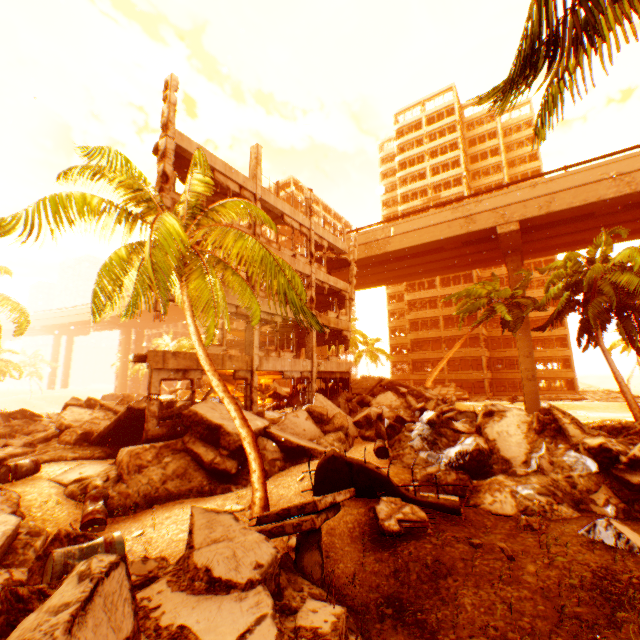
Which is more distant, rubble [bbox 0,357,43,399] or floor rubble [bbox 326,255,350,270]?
rubble [bbox 0,357,43,399]

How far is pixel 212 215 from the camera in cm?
805

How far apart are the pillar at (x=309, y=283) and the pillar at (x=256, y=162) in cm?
452

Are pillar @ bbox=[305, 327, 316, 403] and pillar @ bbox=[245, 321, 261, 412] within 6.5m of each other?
yes

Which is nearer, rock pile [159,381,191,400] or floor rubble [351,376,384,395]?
rock pile [159,381,191,400]

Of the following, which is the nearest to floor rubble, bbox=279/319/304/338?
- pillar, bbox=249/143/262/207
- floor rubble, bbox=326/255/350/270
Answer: pillar, bbox=249/143/262/207

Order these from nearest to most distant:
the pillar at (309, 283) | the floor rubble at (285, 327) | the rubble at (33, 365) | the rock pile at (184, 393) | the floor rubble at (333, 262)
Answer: the rock pile at (184, 393), the pillar at (309, 283), the floor rubble at (285, 327), the floor rubble at (333, 262), the rubble at (33, 365)

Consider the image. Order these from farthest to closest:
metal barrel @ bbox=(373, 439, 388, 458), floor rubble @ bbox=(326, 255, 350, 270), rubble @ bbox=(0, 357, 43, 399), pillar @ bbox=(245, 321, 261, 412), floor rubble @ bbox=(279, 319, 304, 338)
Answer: rubble @ bbox=(0, 357, 43, 399) → floor rubble @ bbox=(326, 255, 350, 270) → floor rubble @ bbox=(279, 319, 304, 338) → pillar @ bbox=(245, 321, 261, 412) → metal barrel @ bbox=(373, 439, 388, 458)
